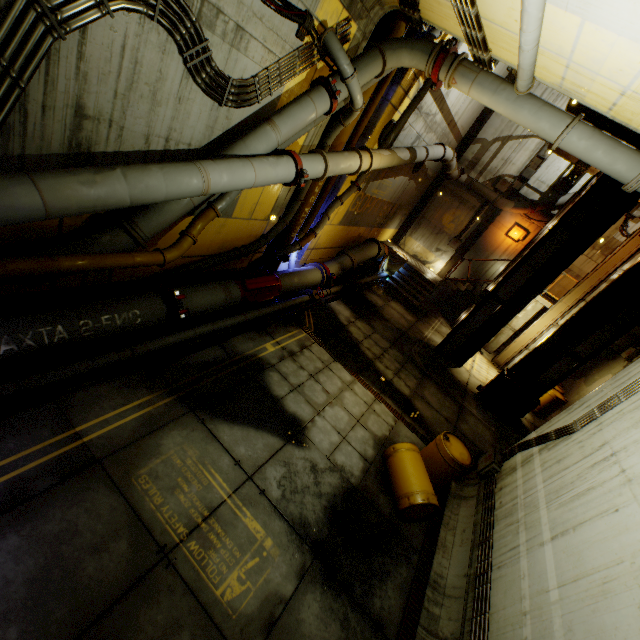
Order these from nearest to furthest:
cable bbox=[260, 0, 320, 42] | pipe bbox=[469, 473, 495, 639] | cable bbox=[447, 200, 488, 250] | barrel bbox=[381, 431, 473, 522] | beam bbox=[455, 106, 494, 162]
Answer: pipe bbox=[469, 473, 495, 639] → cable bbox=[260, 0, 320, 42] → barrel bbox=[381, 431, 473, 522] → beam bbox=[455, 106, 494, 162] → cable bbox=[447, 200, 488, 250]

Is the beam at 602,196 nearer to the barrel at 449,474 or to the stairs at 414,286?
the stairs at 414,286

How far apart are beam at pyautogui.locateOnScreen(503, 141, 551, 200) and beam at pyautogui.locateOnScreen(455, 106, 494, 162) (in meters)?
2.84

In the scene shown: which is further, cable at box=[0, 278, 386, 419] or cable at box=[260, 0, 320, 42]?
cable at box=[260, 0, 320, 42]

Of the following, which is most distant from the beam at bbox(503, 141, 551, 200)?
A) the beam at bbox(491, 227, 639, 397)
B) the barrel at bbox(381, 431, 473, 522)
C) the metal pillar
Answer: the barrel at bbox(381, 431, 473, 522)

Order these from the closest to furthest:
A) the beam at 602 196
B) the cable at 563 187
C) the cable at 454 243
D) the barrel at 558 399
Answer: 1. the beam at 602 196
2. the barrel at 558 399
3. the cable at 563 187
4. the cable at 454 243

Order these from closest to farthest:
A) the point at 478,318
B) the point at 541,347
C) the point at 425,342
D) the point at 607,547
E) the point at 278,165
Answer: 1. the point at 607,547
2. the point at 278,165
3. the point at 541,347
4. the point at 478,318
5. the point at 425,342

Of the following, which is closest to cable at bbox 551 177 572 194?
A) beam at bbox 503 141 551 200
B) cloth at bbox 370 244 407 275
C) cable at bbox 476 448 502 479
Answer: beam at bbox 503 141 551 200
